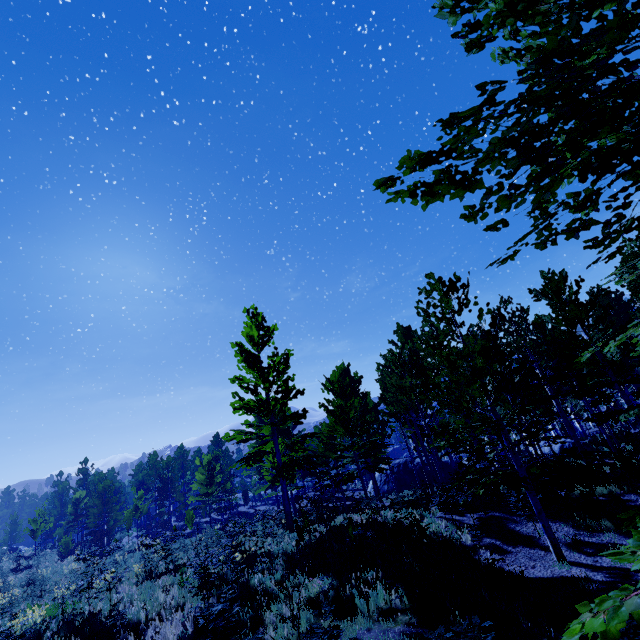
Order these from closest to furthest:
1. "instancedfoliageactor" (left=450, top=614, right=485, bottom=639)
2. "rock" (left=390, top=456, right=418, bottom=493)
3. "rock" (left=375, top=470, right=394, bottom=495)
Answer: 1. "instancedfoliageactor" (left=450, top=614, right=485, bottom=639)
2. "rock" (left=390, top=456, right=418, bottom=493)
3. "rock" (left=375, top=470, right=394, bottom=495)

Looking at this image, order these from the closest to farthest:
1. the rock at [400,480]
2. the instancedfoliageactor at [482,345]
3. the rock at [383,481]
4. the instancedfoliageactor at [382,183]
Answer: the instancedfoliageactor at [482,345]
the instancedfoliageactor at [382,183]
the rock at [400,480]
the rock at [383,481]

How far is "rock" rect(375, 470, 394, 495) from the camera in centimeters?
3381cm

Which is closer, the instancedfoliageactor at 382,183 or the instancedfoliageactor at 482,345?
the instancedfoliageactor at 482,345

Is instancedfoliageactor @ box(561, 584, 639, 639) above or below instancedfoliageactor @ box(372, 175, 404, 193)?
below

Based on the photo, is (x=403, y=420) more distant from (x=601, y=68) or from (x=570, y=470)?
(x=601, y=68)

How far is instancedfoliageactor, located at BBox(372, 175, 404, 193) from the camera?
2.5 meters

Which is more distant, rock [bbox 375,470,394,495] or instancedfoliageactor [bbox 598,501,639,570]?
rock [bbox 375,470,394,495]
